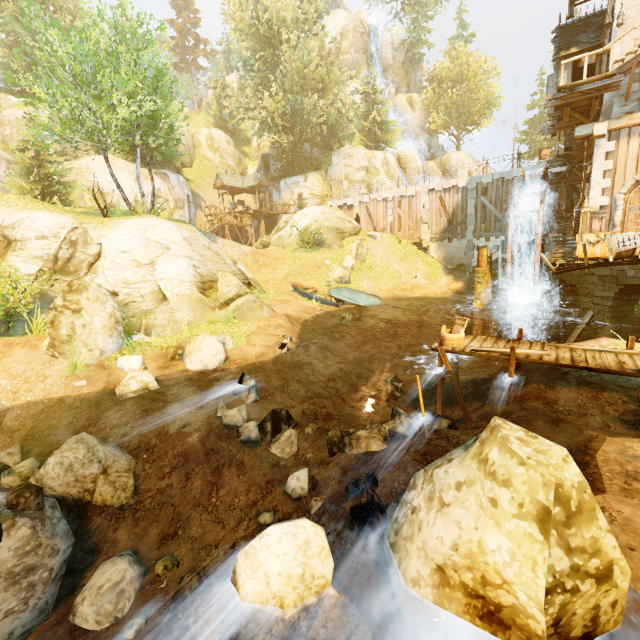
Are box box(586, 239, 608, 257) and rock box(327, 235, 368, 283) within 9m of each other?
no

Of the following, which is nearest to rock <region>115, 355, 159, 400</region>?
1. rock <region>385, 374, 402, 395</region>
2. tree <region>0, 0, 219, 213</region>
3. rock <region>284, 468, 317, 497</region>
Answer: rock <region>284, 468, 317, 497</region>

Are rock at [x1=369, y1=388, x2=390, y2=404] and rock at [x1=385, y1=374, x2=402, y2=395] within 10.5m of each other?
yes

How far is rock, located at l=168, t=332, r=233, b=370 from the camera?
10.4m

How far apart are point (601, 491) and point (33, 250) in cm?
1798

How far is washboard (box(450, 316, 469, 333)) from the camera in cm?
942

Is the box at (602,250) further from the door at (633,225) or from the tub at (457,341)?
the tub at (457,341)

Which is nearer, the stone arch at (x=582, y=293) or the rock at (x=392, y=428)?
the rock at (x=392, y=428)
